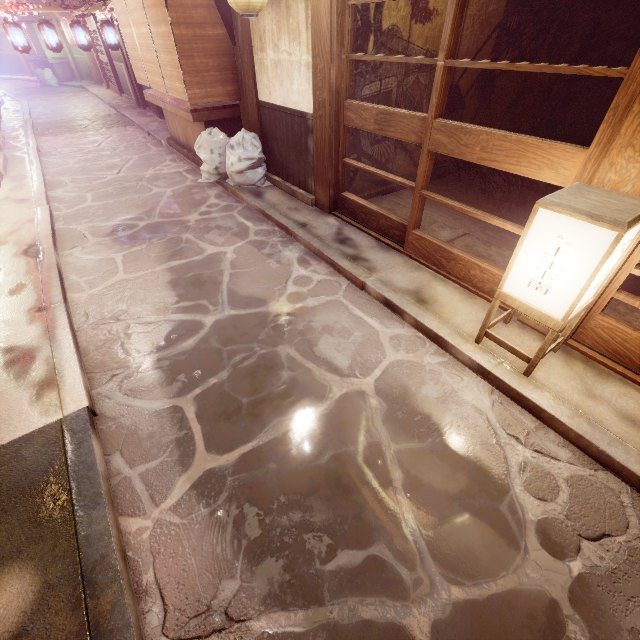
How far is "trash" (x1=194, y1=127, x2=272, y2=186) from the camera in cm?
1142

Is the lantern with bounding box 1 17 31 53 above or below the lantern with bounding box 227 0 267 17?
below

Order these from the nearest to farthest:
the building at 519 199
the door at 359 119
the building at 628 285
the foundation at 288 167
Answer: the door at 359 119 < the building at 628 285 < the foundation at 288 167 < the building at 519 199

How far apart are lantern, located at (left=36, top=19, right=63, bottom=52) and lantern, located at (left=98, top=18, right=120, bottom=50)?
2.18m

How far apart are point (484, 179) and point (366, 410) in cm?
1181

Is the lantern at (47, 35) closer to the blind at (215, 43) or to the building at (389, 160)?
the blind at (215, 43)

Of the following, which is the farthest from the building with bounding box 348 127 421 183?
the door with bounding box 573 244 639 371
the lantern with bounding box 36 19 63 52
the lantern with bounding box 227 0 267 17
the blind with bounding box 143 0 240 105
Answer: the lantern with bounding box 36 19 63 52

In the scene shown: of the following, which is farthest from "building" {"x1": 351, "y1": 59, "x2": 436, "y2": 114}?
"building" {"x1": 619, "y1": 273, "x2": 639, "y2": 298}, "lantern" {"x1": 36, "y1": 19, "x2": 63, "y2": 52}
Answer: "lantern" {"x1": 36, "y1": 19, "x2": 63, "y2": 52}
